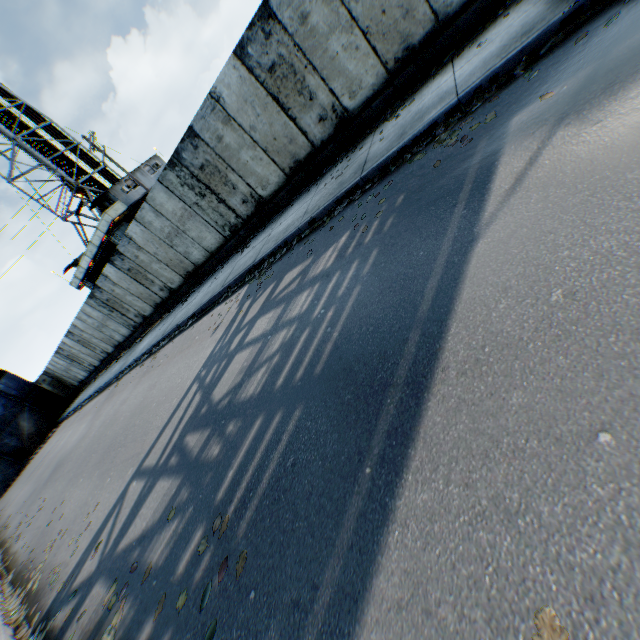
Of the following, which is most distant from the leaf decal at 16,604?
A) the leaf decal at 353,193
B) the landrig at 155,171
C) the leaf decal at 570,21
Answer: the landrig at 155,171

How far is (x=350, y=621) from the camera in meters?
1.7

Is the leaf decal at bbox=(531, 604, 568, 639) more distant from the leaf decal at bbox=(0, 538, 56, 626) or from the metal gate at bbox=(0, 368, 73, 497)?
the metal gate at bbox=(0, 368, 73, 497)

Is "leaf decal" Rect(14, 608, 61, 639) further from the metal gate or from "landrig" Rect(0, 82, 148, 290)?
"landrig" Rect(0, 82, 148, 290)

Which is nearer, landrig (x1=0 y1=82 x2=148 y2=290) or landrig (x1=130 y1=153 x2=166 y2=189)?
landrig (x1=0 y1=82 x2=148 y2=290)

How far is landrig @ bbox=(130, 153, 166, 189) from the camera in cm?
2734

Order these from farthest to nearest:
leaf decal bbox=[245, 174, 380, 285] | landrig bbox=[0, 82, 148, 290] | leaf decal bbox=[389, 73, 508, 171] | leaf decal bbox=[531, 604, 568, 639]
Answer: landrig bbox=[0, 82, 148, 290] < leaf decal bbox=[245, 174, 380, 285] < leaf decal bbox=[389, 73, 508, 171] < leaf decal bbox=[531, 604, 568, 639]

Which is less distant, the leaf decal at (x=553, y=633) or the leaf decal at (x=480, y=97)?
the leaf decal at (x=553, y=633)
